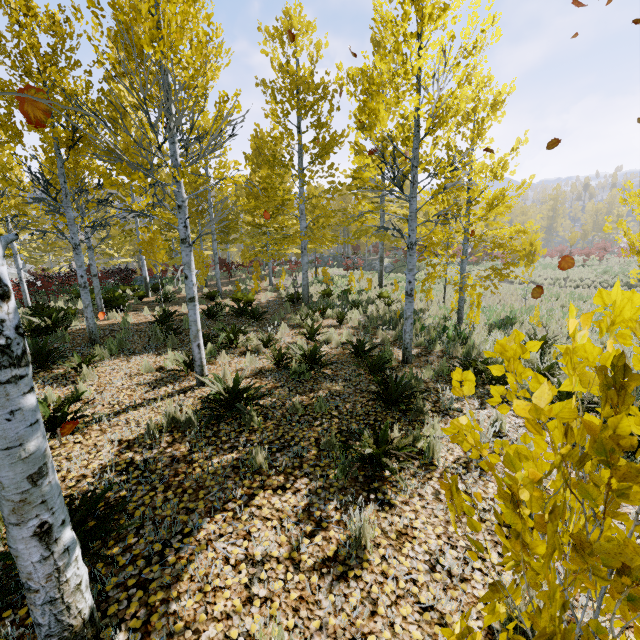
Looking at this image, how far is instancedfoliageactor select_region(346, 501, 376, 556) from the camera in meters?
2.6

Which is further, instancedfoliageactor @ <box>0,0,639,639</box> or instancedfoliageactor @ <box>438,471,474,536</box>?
instancedfoliageactor @ <box>0,0,639,639</box>

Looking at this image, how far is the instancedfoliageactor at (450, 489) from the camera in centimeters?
120cm

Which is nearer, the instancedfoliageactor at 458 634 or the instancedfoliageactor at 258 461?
the instancedfoliageactor at 458 634

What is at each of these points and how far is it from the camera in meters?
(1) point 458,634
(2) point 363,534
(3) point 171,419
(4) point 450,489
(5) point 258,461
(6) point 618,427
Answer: (1) instancedfoliageactor, 1.1 m
(2) instancedfoliageactor, 2.7 m
(3) instancedfoliageactor, 4.4 m
(4) instancedfoliageactor, 1.3 m
(5) instancedfoliageactor, 3.6 m
(6) instancedfoliageactor, 0.8 m

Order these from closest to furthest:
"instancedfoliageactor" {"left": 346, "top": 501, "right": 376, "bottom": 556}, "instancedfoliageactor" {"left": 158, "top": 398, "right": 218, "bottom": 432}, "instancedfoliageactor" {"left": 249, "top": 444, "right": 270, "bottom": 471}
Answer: "instancedfoliageactor" {"left": 346, "top": 501, "right": 376, "bottom": 556}
"instancedfoliageactor" {"left": 249, "top": 444, "right": 270, "bottom": 471}
"instancedfoliageactor" {"left": 158, "top": 398, "right": 218, "bottom": 432}
